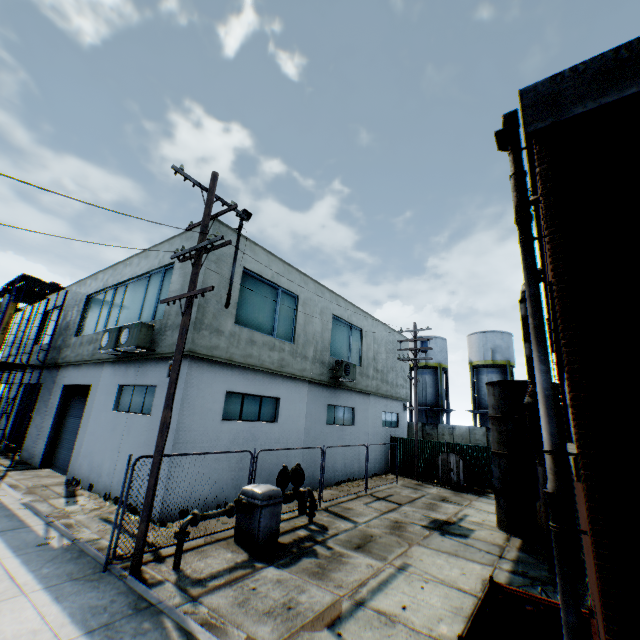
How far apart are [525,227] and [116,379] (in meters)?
14.67

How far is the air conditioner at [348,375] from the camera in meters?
16.4 m

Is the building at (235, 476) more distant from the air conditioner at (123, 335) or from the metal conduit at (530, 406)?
the metal conduit at (530, 406)

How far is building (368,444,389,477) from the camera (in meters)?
19.45

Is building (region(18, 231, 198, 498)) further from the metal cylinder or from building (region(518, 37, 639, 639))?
building (region(518, 37, 639, 639))

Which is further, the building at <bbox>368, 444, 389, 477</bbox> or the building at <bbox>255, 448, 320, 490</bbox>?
the building at <bbox>368, 444, 389, 477</bbox>

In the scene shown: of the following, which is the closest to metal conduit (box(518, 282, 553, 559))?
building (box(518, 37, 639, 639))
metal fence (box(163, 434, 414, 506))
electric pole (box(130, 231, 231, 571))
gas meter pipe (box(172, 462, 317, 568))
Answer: building (box(518, 37, 639, 639))

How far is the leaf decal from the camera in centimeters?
977cm
